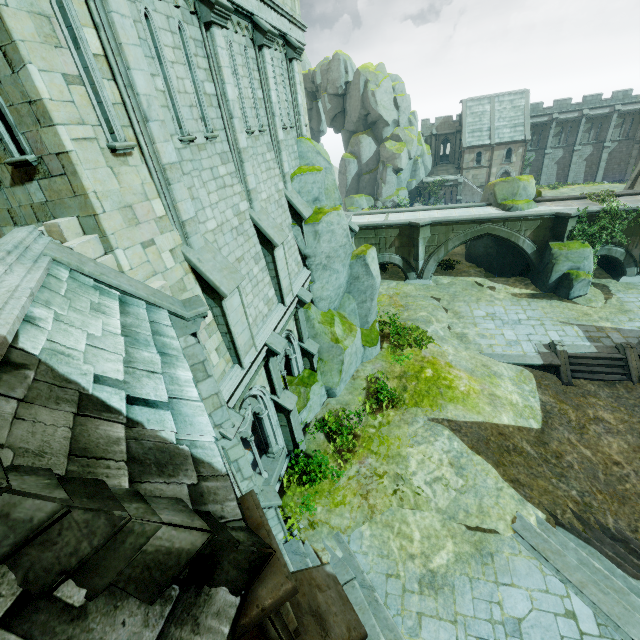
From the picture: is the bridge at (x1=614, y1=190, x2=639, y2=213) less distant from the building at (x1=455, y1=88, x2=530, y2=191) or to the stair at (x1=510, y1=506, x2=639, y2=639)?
the building at (x1=455, y1=88, x2=530, y2=191)

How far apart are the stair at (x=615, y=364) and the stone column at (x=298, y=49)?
17.0m

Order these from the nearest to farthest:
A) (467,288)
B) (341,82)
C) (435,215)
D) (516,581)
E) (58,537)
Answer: (58,537) < (516,581) < (467,288) < (435,215) < (341,82)

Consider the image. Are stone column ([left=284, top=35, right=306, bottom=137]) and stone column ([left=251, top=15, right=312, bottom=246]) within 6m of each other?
yes

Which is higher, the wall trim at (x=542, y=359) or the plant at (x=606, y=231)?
the plant at (x=606, y=231)

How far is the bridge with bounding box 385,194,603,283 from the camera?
21.6m

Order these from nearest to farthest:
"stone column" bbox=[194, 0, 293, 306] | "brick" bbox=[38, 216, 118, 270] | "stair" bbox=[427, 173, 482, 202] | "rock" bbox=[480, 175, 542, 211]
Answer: "brick" bbox=[38, 216, 118, 270] < "stone column" bbox=[194, 0, 293, 306] < "rock" bbox=[480, 175, 542, 211] < "stair" bbox=[427, 173, 482, 202]

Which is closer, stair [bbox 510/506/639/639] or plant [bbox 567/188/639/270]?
stair [bbox 510/506/639/639]
